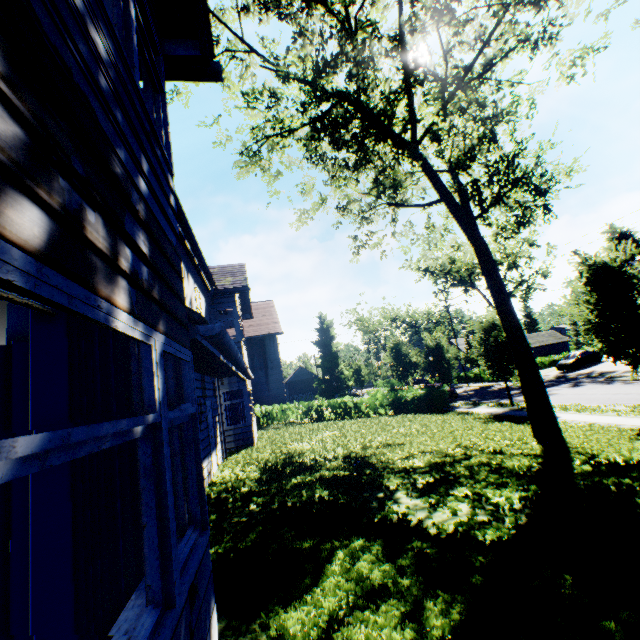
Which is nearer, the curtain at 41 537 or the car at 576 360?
the curtain at 41 537

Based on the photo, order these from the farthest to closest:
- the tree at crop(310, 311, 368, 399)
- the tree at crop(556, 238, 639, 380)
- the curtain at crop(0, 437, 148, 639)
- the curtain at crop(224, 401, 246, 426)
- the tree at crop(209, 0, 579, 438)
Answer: the tree at crop(310, 311, 368, 399)
the curtain at crop(224, 401, 246, 426)
the tree at crop(556, 238, 639, 380)
the tree at crop(209, 0, 579, 438)
the curtain at crop(0, 437, 148, 639)

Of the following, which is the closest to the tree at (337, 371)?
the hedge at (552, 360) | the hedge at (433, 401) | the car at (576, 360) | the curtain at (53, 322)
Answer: the hedge at (433, 401)

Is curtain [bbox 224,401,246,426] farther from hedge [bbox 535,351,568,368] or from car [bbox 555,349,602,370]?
hedge [bbox 535,351,568,368]

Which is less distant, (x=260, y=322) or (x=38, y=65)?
(x=38, y=65)

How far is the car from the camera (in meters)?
33.75

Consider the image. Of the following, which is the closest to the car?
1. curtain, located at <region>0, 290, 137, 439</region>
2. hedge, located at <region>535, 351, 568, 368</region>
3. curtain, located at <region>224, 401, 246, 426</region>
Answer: hedge, located at <region>535, 351, 568, 368</region>

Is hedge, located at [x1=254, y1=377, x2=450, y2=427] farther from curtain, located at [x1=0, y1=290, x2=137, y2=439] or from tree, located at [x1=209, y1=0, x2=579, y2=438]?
curtain, located at [x1=0, y1=290, x2=137, y2=439]
